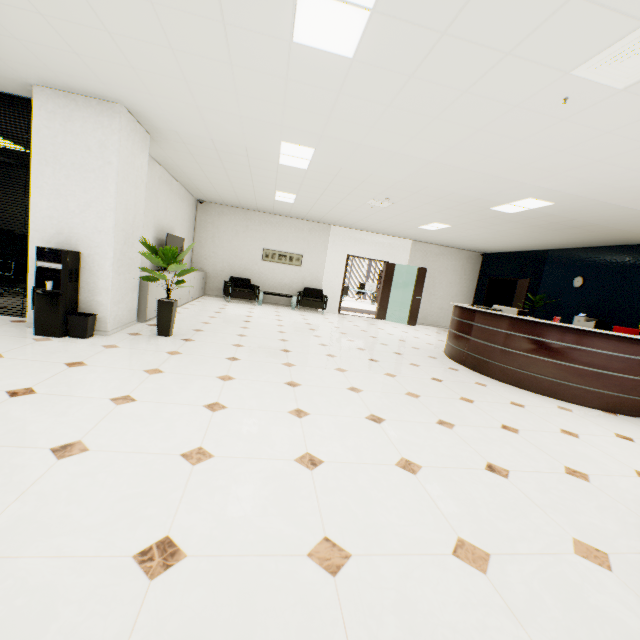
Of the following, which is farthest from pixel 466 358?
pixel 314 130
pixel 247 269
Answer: pixel 247 269

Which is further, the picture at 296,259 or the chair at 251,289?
the picture at 296,259

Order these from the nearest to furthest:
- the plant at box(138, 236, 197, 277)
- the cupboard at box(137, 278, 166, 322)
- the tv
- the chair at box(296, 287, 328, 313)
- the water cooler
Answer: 1. the water cooler
2. the plant at box(138, 236, 197, 277)
3. the cupboard at box(137, 278, 166, 322)
4. the tv
5. the chair at box(296, 287, 328, 313)

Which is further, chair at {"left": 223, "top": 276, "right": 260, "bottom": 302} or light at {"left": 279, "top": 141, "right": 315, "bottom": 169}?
chair at {"left": 223, "top": 276, "right": 260, "bottom": 302}

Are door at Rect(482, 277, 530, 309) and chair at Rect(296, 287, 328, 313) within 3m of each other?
no

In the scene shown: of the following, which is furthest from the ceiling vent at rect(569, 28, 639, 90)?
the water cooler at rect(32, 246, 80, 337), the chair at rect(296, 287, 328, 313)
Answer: the chair at rect(296, 287, 328, 313)

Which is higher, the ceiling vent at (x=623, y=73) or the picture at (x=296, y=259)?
the ceiling vent at (x=623, y=73)

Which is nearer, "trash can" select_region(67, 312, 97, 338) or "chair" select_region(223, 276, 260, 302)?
"trash can" select_region(67, 312, 97, 338)
